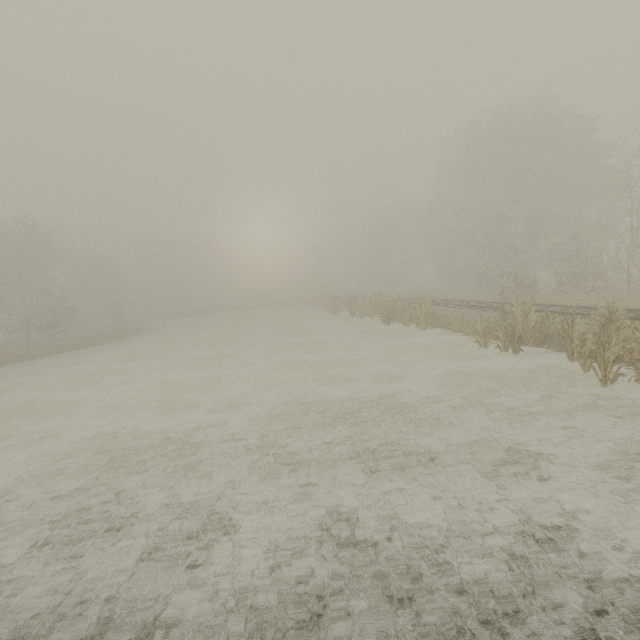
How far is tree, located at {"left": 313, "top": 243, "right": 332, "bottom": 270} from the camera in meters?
46.0

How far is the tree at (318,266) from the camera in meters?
46.0 m

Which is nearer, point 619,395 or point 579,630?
point 579,630
